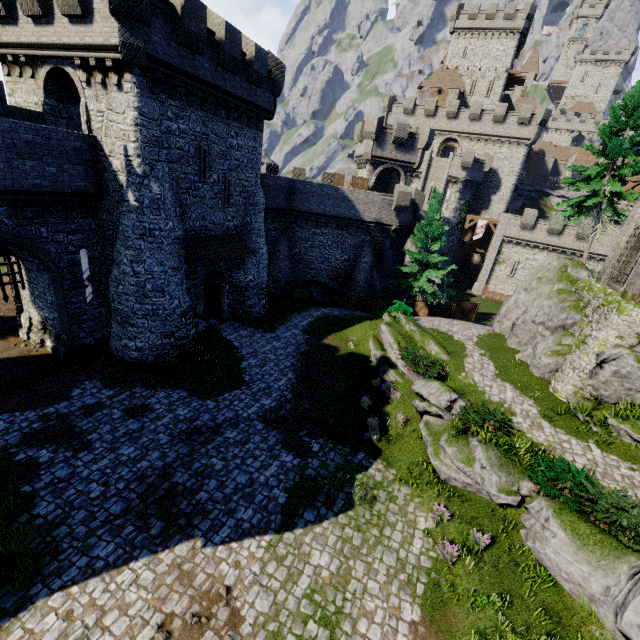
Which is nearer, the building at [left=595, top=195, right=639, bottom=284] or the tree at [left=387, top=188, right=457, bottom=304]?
the building at [left=595, top=195, right=639, bottom=284]

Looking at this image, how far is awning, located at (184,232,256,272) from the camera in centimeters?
1842cm

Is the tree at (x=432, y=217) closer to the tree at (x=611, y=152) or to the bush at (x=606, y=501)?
the tree at (x=611, y=152)

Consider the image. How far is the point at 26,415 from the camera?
13.30m

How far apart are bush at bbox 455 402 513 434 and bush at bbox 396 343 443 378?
2.2 meters

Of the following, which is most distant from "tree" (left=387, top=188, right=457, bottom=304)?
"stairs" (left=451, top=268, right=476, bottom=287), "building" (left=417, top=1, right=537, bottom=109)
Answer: "building" (left=417, top=1, right=537, bottom=109)

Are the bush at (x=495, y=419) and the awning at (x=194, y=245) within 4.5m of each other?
no

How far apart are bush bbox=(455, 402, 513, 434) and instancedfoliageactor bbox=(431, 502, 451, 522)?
3.6m
